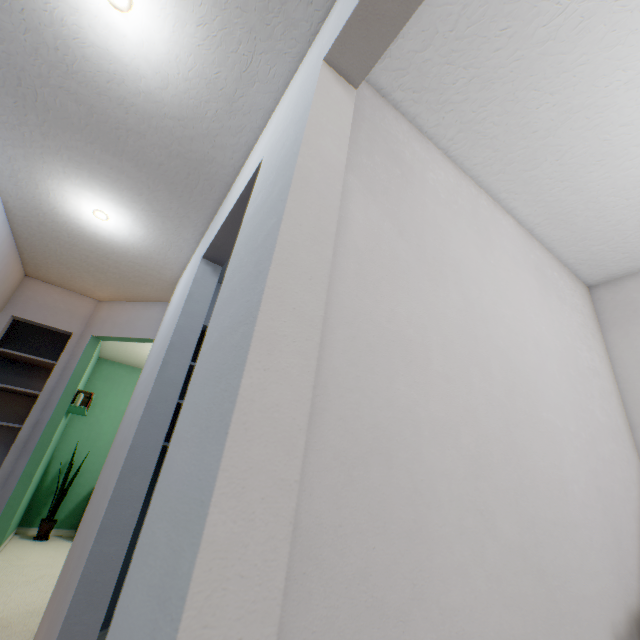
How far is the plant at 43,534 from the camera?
4.1 meters

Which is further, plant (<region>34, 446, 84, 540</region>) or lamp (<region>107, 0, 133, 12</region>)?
plant (<region>34, 446, 84, 540</region>)

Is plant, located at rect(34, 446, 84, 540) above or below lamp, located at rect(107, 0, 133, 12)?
below

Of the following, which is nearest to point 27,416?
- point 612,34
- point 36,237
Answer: point 36,237

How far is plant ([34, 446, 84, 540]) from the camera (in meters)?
4.11

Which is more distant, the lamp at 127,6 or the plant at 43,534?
the plant at 43,534
